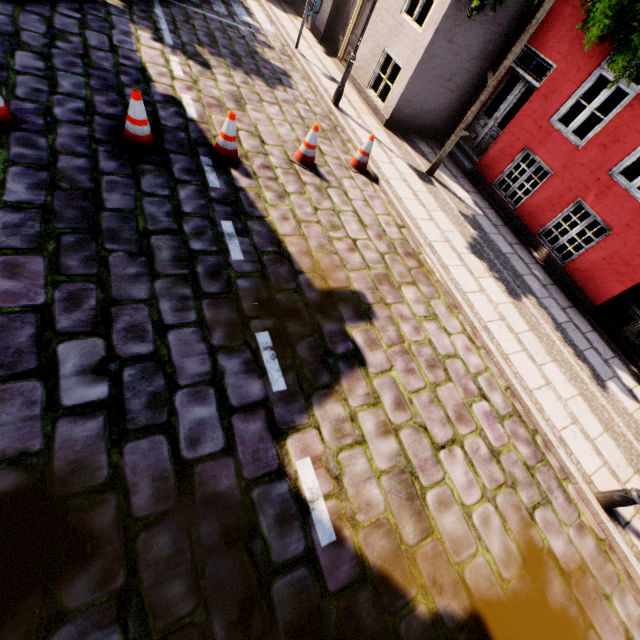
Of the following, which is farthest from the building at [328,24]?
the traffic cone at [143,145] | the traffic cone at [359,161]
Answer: the traffic cone at [143,145]

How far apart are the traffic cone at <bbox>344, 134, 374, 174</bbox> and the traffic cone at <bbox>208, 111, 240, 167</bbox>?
2.6m

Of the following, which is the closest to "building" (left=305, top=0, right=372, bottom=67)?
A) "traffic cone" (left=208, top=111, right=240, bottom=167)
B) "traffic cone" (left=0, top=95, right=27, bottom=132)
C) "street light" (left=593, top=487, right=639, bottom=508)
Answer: "street light" (left=593, top=487, right=639, bottom=508)

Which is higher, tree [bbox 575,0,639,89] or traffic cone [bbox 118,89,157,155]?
tree [bbox 575,0,639,89]

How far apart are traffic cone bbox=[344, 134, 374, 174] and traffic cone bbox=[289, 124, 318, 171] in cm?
88

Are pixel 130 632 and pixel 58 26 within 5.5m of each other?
no

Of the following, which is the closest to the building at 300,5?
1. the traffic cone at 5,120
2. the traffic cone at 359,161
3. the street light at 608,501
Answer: the street light at 608,501

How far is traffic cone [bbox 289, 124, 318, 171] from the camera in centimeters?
613cm
